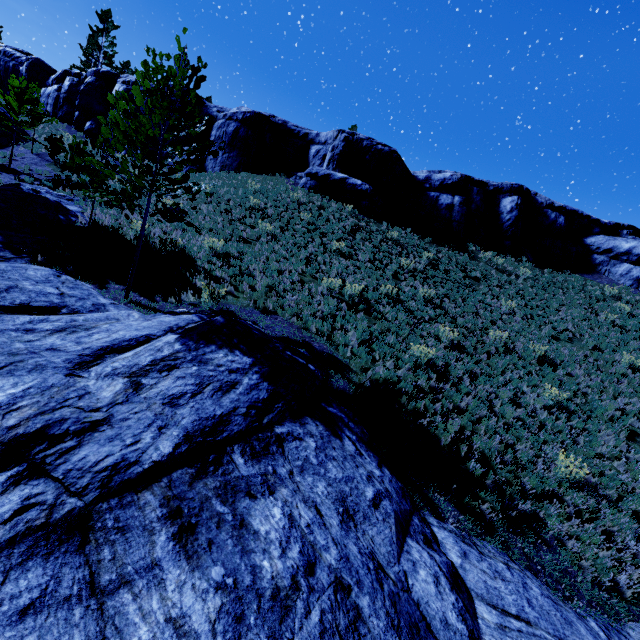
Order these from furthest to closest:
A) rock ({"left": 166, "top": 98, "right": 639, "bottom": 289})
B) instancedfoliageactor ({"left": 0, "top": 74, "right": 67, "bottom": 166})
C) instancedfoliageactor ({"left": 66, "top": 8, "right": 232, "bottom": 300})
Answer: rock ({"left": 166, "top": 98, "right": 639, "bottom": 289})
instancedfoliageactor ({"left": 0, "top": 74, "right": 67, "bottom": 166})
instancedfoliageactor ({"left": 66, "top": 8, "right": 232, "bottom": 300})

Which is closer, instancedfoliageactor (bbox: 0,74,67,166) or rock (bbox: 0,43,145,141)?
instancedfoliageactor (bbox: 0,74,67,166)

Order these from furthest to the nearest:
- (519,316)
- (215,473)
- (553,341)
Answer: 1. (519,316)
2. (553,341)
3. (215,473)

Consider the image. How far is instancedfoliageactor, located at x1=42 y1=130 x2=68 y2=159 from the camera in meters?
11.2

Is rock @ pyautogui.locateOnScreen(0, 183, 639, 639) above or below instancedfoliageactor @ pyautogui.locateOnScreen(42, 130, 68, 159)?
below

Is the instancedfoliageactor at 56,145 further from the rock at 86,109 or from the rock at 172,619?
the rock at 86,109

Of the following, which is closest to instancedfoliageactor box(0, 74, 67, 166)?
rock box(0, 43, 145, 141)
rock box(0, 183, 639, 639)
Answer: rock box(0, 183, 639, 639)
